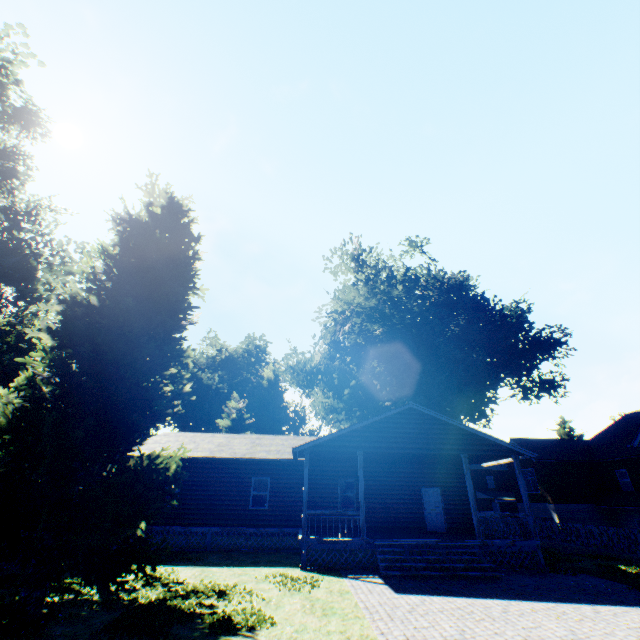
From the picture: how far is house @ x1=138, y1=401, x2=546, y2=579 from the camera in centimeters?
1327cm

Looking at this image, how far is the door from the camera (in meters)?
18.08

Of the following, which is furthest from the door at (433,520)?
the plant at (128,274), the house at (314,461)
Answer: the plant at (128,274)

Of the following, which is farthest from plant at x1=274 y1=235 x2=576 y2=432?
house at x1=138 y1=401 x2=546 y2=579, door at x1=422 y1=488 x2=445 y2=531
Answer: door at x1=422 y1=488 x2=445 y2=531

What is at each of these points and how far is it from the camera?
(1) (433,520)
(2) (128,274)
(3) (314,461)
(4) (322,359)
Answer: (1) door, 18.2 meters
(2) plant, 9.9 meters
(3) house, 19.3 meters
(4) plant, 35.5 meters

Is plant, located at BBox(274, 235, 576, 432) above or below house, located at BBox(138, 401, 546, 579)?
above

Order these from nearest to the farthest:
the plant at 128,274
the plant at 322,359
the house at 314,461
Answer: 1. the plant at 128,274
2. the house at 314,461
3. the plant at 322,359

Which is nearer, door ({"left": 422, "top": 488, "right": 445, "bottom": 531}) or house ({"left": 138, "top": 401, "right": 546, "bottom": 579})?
house ({"left": 138, "top": 401, "right": 546, "bottom": 579})
